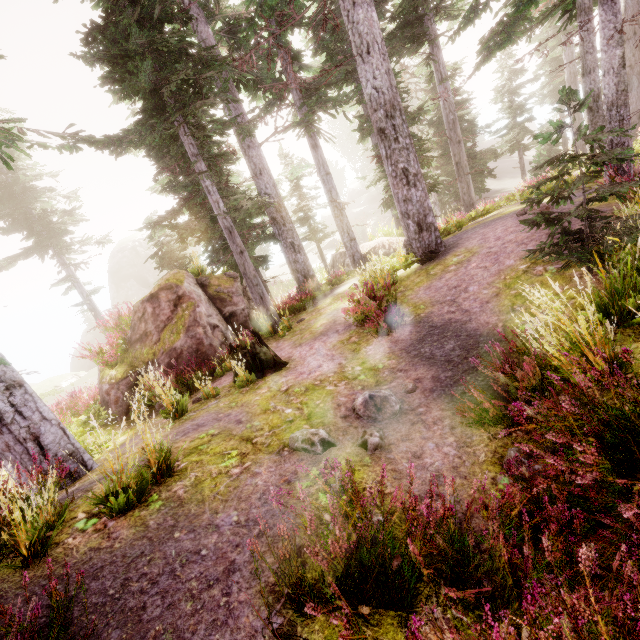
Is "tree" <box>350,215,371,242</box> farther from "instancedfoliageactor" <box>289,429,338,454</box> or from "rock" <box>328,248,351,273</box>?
"rock" <box>328,248,351,273</box>

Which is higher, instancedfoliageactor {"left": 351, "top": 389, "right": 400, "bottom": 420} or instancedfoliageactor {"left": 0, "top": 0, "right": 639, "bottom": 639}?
instancedfoliageactor {"left": 0, "top": 0, "right": 639, "bottom": 639}

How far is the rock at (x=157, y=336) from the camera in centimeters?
1048cm

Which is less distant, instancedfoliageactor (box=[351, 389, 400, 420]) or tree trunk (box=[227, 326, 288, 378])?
instancedfoliageactor (box=[351, 389, 400, 420])

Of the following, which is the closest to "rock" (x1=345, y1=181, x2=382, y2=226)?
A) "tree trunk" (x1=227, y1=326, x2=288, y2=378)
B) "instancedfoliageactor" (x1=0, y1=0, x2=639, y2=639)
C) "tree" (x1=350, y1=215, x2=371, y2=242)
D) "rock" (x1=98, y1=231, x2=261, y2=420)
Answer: "instancedfoliageactor" (x1=0, y1=0, x2=639, y2=639)

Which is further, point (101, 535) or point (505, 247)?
point (505, 247)

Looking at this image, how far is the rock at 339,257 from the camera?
20.5m

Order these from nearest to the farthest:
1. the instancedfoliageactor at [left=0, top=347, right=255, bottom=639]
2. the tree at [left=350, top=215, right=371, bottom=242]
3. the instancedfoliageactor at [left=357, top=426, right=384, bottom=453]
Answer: the instancedfoliageactor at [left=0, top=347, right=255, bottom=639]
the instancedfoliageactor at [left=357, top=426, right=384, bottom=453]
the tree at [left=350, top=215, right=371, bottom=242]
